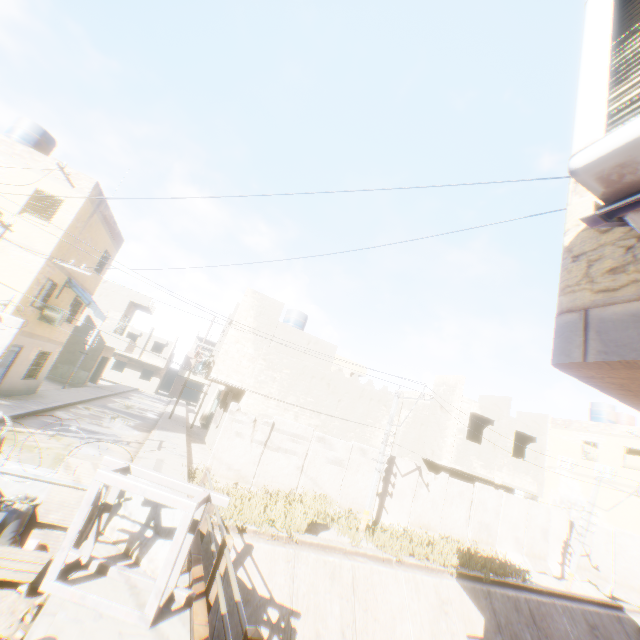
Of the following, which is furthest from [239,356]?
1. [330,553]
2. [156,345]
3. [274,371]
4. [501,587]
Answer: [156,345]

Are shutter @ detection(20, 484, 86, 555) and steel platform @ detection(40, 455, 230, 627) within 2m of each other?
yes

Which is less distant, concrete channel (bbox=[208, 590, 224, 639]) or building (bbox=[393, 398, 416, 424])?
concrete channel (bbox=[208, 590, 224, 639])

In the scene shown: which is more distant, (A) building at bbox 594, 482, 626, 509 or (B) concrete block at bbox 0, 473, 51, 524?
(A) building at bbox 594, 482, 626, 509

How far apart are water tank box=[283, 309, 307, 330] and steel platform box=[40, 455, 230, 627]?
16.29m

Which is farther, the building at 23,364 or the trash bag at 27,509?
the building at 23,364

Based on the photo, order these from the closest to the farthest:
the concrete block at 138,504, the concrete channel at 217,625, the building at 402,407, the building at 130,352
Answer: the concrete block at 138,504 → the concrete channel at 217,625 → the building at 402,407 → the building at 130,352

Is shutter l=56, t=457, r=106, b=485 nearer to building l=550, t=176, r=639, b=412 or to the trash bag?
the trash bag
